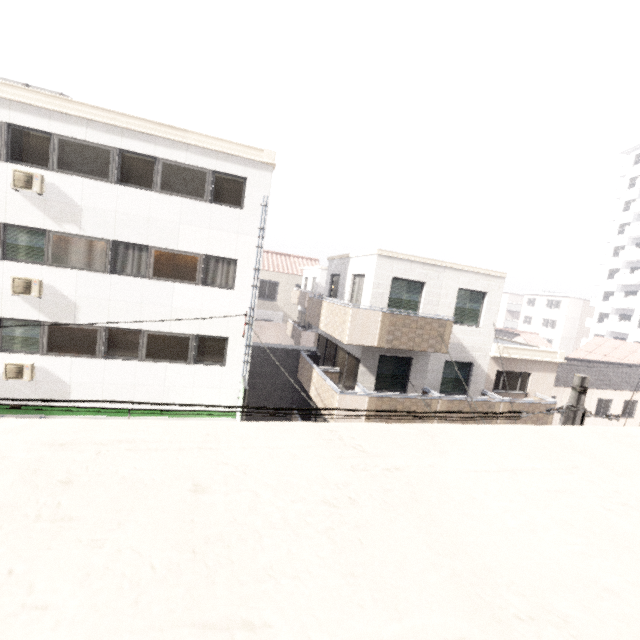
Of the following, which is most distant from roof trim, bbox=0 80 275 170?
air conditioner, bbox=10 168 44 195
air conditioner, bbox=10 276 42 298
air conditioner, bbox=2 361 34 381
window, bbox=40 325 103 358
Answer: air conditioner, bbox=2 361 34 381

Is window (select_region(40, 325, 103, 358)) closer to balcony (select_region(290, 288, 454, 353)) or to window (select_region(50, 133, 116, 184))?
window (select_region(50, 133, 116, 184))

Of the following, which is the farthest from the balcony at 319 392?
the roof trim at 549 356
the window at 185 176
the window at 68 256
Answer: the window at 68 256

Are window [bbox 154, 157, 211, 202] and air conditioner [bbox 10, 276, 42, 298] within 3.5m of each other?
no

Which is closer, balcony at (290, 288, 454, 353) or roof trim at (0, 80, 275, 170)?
roof trim at (0, 80, 275, 170)

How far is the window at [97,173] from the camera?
10.2 meters

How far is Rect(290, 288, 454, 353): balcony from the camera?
10.8m

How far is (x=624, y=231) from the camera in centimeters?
4225cm
